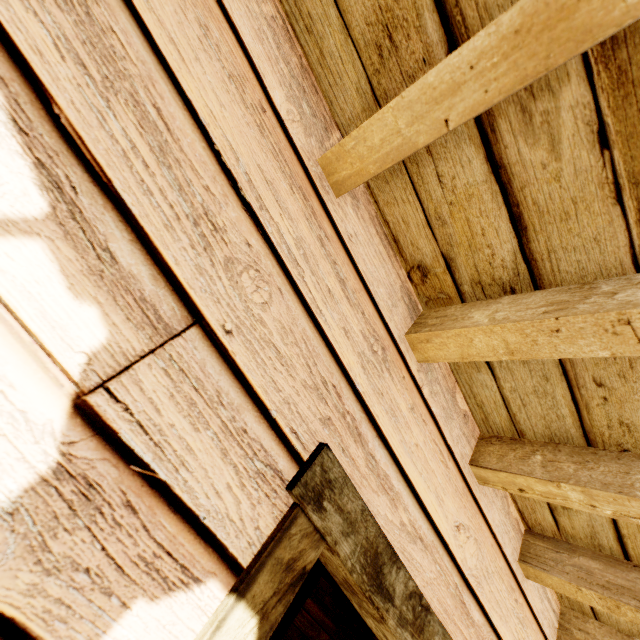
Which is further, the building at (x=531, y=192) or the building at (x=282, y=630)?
the building at (x=282, y=630)

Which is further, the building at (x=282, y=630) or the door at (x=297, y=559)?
the building at (x=282, y=630)

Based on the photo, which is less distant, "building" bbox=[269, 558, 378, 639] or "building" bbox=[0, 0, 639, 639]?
"building" bbox=[0, 0, 639, 639]

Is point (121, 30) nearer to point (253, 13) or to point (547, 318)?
point (253, 13)

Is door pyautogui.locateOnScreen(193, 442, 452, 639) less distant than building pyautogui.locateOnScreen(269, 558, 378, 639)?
Yes
